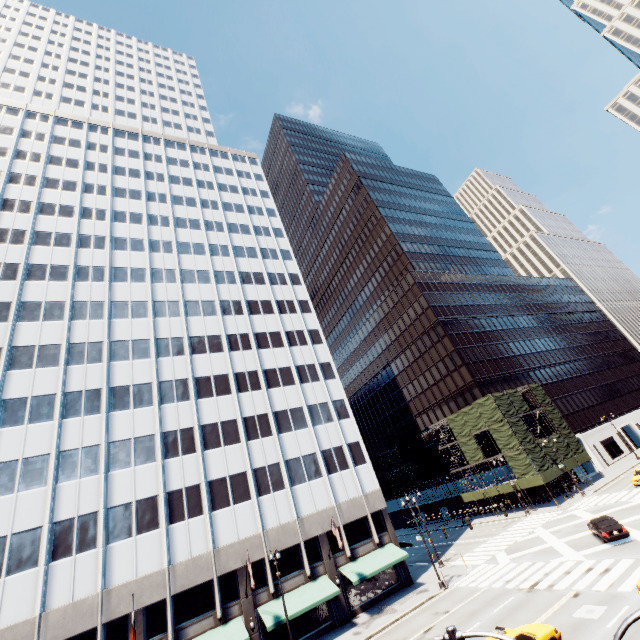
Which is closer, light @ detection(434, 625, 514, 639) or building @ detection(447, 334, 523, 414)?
light @ detection(434, 625, 514, 639)

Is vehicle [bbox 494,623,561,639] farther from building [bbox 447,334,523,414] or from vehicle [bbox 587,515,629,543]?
building [bbox 447,334,523,414]

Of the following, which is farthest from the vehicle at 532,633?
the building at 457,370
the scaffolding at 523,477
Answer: the building at 457,370

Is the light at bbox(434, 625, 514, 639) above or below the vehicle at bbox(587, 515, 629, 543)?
above

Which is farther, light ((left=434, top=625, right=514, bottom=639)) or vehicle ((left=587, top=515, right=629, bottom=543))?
vehicle ((left=587, top=515, right=629, bottom=543))

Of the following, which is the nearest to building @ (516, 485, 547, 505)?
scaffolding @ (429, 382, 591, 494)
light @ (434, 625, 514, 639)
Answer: scaffolding @ (429, 382, 591, 494)

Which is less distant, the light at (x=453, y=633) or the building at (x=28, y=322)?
the light at (x=453, y=633)

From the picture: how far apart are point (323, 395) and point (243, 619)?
22.1m
